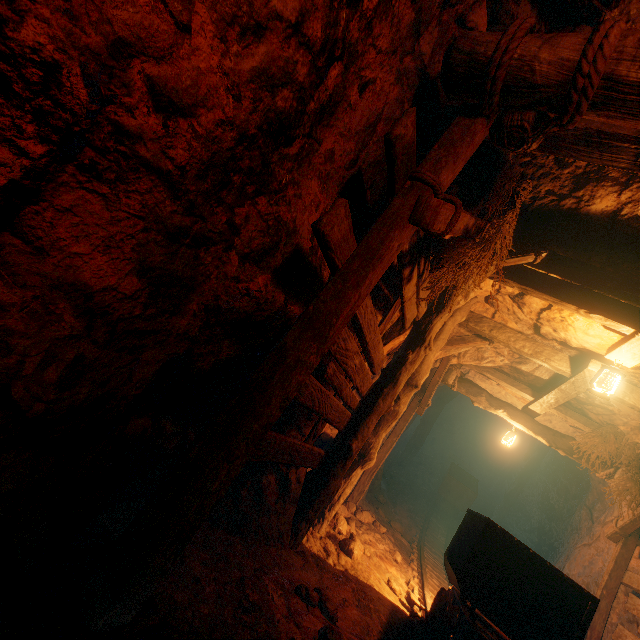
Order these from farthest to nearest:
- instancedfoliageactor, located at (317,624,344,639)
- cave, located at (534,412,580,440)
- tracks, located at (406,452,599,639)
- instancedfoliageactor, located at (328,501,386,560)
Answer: cave, located at (534,412,580,440)
instancedfoliageactor, located at (328,501,386,560)
tracks, located at (406,452,599,639)
instancedfoliageactor, located at (317,624,344,639)

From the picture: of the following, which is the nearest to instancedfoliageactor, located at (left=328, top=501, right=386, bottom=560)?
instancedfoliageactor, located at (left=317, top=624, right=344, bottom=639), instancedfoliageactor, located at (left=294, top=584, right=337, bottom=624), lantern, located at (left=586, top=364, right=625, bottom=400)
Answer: instancedfoliageactor, located at (left=294, top=584, right=337, bottom=624)

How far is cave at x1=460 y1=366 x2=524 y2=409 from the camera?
8.1 meters

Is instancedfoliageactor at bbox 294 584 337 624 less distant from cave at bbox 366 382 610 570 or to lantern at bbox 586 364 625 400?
lantern at bbox 586 364 625 400

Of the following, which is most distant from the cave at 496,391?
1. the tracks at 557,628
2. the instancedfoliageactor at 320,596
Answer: the instancedfoliageactor at 320,596

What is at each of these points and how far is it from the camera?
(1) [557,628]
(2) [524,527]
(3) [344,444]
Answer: (1) tracks, 3.0m
(2) cave, 12.1m
(3) burlap sack, 3.9m

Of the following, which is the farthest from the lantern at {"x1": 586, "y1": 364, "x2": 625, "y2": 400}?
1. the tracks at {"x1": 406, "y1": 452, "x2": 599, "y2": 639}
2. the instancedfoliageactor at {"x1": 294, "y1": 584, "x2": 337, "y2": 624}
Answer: the instancedfoliageactor at {"x1": 294, "y1": 584, "x2": 337, "y2": 624}

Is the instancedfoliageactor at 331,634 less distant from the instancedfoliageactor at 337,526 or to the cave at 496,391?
the instancedfoliageactor at 337,526
